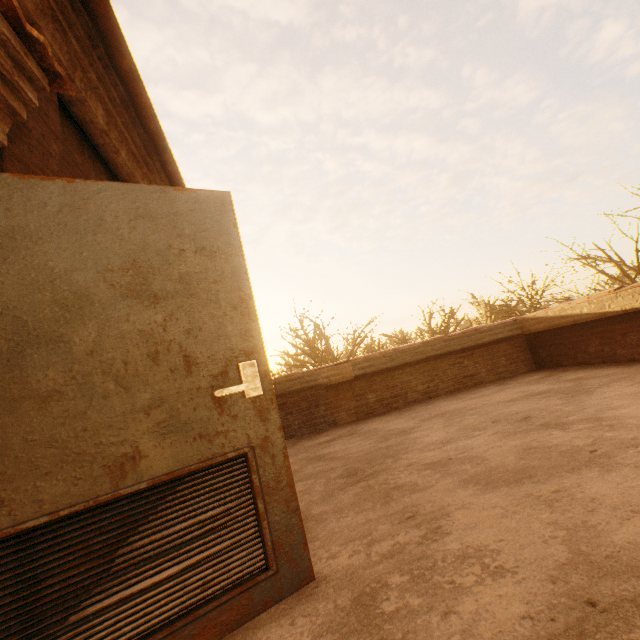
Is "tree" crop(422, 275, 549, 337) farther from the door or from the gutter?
the door

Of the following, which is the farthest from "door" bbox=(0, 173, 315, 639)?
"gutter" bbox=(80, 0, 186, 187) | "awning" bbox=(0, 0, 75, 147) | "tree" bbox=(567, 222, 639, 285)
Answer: "tree" bbox=(567, 222, 639, 285)

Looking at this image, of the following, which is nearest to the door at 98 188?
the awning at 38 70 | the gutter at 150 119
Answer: the awning at 38 70

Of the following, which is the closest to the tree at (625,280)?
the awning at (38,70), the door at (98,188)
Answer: the door at (98,188)

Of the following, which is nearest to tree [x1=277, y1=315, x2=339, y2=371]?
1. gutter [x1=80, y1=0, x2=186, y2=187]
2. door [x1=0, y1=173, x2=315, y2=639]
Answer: gutter [x1=80, y1=0, x2=186, y2=187]

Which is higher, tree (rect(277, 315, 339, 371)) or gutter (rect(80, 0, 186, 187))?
gutter (rect(80, 0, 186, 187))

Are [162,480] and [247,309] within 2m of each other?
yes
